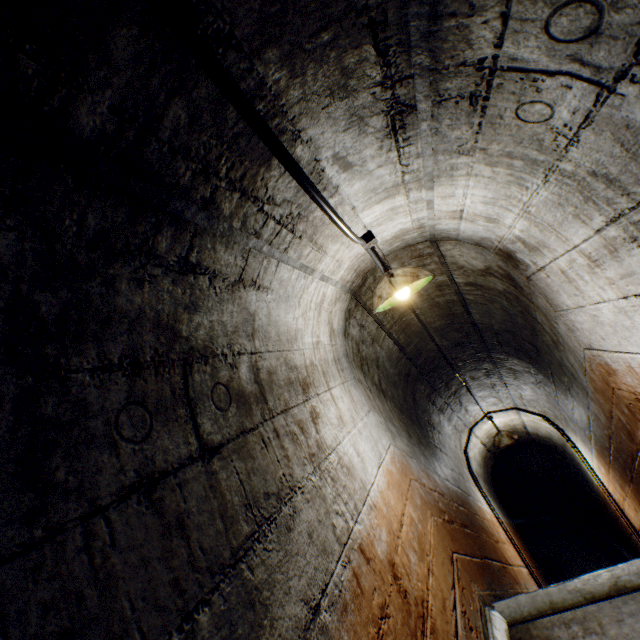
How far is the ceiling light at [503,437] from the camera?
5.6m

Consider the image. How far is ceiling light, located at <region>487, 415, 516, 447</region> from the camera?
5.6m

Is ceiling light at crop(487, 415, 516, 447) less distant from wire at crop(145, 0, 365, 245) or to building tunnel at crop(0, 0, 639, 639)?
building tunnel at crop(0, 0, 639, 639)

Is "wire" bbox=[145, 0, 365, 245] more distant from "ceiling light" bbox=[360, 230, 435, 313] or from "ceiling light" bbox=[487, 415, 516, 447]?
"ceiling light" bbox=[487, 415, 516, 447]

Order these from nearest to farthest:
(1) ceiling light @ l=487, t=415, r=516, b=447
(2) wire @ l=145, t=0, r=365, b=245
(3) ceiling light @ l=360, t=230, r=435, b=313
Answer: (2) wire @ l=145, t=0, r=365, b=245
(3) ceiling light @ l=360, t=230, r=435, b=313
(1) ceiling light @ l=487, t=415, r=516, b=447

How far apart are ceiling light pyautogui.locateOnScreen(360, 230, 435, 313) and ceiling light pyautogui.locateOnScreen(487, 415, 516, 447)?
4.6m

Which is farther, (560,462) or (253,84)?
(560,462)

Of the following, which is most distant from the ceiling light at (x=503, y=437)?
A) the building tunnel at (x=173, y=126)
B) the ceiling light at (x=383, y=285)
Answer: the ceiling light at (x=383, y=285)
